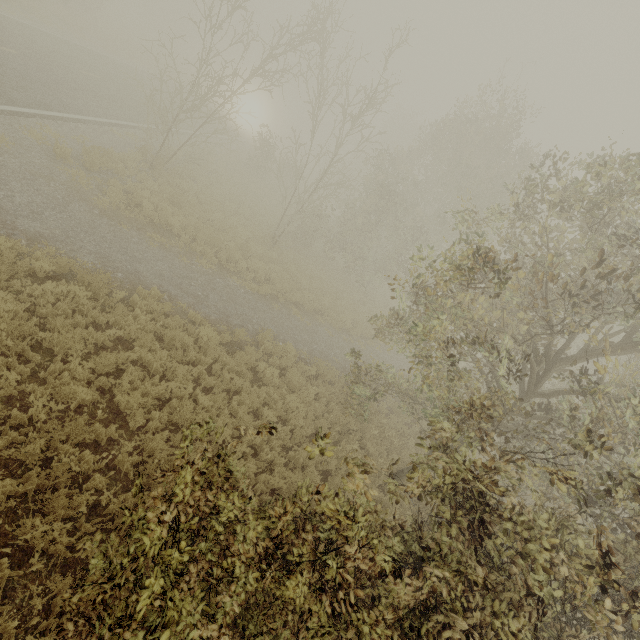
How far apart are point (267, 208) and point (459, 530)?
21.55m
